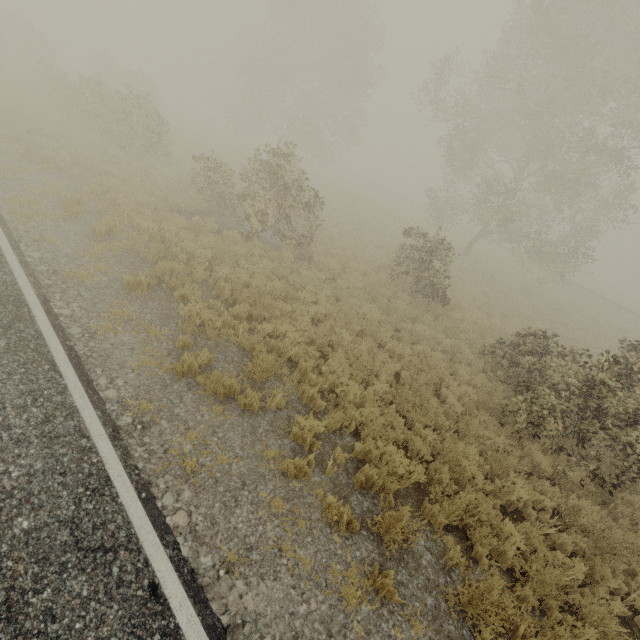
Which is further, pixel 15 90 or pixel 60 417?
pixel 15 90
